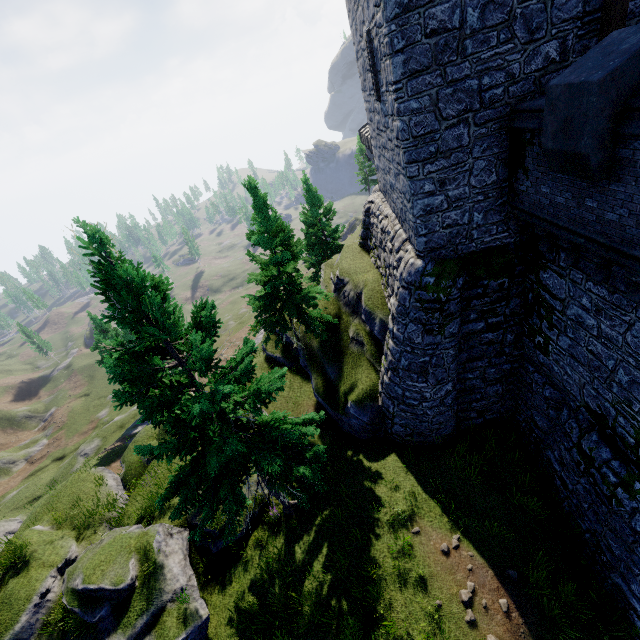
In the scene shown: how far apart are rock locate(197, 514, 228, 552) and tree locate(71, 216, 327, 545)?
6.5m

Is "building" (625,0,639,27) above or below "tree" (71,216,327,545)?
above

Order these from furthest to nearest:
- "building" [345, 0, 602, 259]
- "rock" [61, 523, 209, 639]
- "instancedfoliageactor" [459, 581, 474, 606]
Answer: "rock" [61, 523, 209, 639], "instancedfoliageactor" [459, 581, 474, 606], "building" [345, 0, 602, 259]

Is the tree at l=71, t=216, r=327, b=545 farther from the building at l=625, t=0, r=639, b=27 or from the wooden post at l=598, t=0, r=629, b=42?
the wooden post at l=598, t=0, r=629, b=42

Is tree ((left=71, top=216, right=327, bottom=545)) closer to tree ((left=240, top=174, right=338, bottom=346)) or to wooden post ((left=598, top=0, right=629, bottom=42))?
tree ((left=240, top=174, right=338, bottom=346))

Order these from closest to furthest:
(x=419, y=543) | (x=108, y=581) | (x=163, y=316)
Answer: (x=163, y=316) → (x=419, y=543) → (x=108, y=581)

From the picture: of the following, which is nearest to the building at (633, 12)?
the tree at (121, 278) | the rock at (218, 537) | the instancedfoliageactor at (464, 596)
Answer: the tree at (121, 278)

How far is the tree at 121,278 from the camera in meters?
7.4 m
